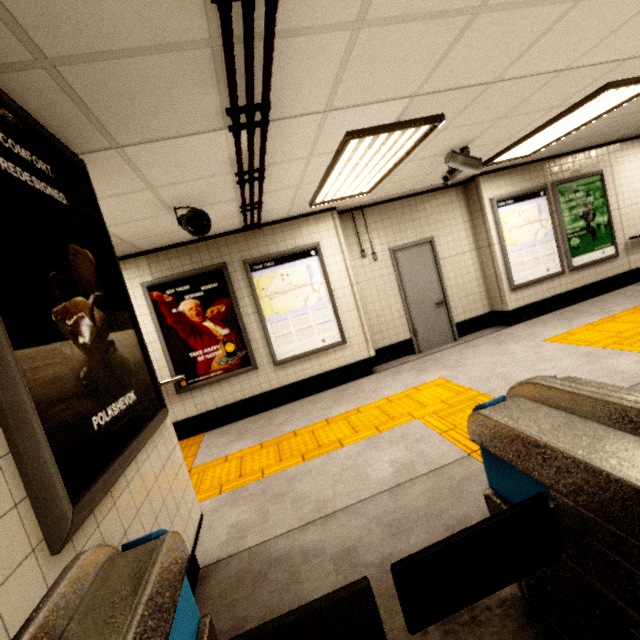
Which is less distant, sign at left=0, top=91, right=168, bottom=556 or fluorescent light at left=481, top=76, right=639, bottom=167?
sign at left=0, top=91, right=168, bottom=556

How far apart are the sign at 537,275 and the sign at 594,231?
0.1 meters

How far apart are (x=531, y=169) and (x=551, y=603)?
7.0m

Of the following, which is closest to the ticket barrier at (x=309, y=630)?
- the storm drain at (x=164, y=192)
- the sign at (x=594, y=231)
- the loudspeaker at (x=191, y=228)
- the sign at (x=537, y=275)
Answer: the storm drain at (x=164, y=192)

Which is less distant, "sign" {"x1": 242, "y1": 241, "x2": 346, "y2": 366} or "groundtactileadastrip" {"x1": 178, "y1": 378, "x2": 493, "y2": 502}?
"groundtactileadastrip" {"x1": 178, "y1": 378, "x2": 493, "y2": 502}

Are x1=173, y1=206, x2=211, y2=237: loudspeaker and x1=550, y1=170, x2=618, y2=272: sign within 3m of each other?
no

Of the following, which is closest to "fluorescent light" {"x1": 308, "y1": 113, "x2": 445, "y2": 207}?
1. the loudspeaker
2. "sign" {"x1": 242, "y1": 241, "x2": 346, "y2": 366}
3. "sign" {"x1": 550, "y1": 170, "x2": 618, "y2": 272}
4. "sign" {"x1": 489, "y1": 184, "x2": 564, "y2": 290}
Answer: "sign" {"x1": 242, "y1": 241, "x2": 346, "y2": 366}

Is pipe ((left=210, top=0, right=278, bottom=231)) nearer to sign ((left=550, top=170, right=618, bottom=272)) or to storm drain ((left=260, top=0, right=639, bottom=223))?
storm drain ((left=260, top=0, right=639, bottom=223))
